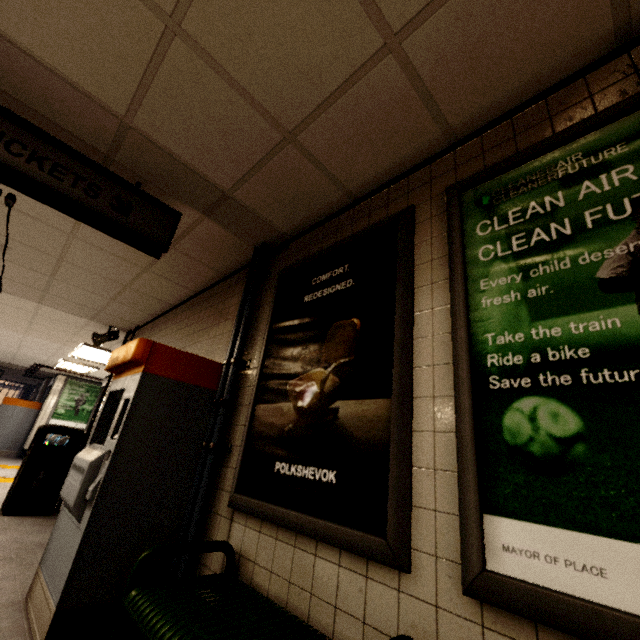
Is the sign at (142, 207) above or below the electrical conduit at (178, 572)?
above

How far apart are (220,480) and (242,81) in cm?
250

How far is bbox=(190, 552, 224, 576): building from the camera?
1.95m

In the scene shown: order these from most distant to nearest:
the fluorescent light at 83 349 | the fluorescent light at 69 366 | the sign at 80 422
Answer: the sign at 80 422
the fluorescent light at 69 366
the fluorescent light at 83 349

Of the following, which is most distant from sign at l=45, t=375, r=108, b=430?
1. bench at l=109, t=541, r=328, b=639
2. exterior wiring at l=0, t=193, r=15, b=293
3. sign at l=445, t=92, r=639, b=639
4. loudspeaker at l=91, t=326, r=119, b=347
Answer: sign at l=445, t=92, r=639, b=639

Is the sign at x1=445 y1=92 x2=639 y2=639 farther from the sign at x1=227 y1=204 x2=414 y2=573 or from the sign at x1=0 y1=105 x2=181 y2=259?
the sign at x1=0 y1=105 x2=181 y2=259

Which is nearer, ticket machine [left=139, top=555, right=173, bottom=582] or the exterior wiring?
ticket machine [left=139, top=555, right=173, bottom=582]

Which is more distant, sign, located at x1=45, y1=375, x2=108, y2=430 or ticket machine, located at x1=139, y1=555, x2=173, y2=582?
sign, located at x1=45, y1=375, x2=108, y2=430
